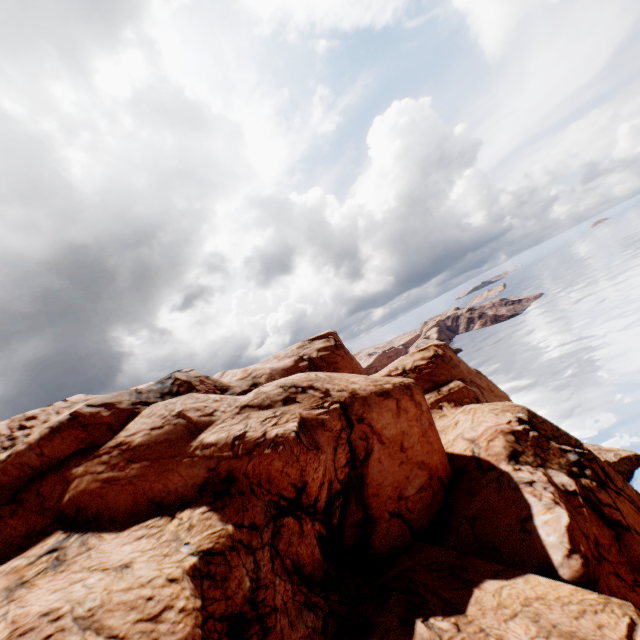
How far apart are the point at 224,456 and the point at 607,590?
19.1 meters
